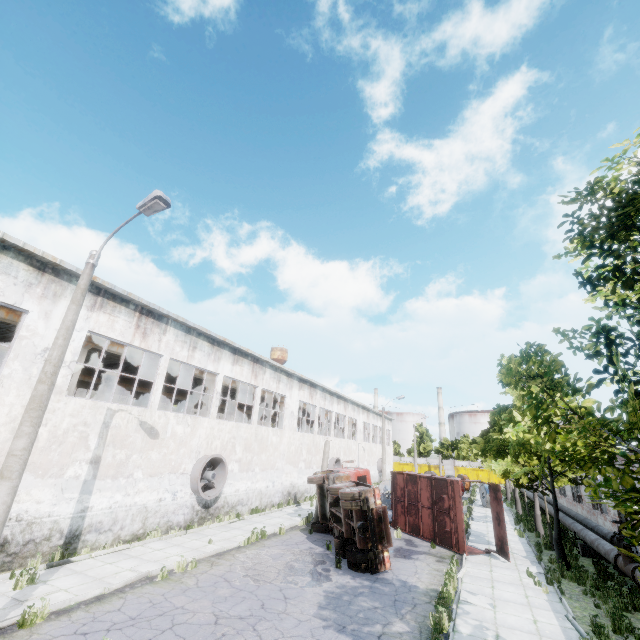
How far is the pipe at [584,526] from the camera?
12.66m

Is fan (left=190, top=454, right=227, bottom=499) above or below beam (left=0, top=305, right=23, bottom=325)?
below

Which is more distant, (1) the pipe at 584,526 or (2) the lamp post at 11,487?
(1) the pipe at 584,526

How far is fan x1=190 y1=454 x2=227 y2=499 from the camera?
16.5 meters

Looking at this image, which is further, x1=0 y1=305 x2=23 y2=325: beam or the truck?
x1=0 y1=305 x2=23 y2=325: beam

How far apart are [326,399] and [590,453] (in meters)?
30.38

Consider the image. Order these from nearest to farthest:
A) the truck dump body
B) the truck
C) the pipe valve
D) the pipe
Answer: the pipe valve < the truck < the pipe < the truck dump body

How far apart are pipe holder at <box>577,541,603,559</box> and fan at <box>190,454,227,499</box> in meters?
18.5 m
